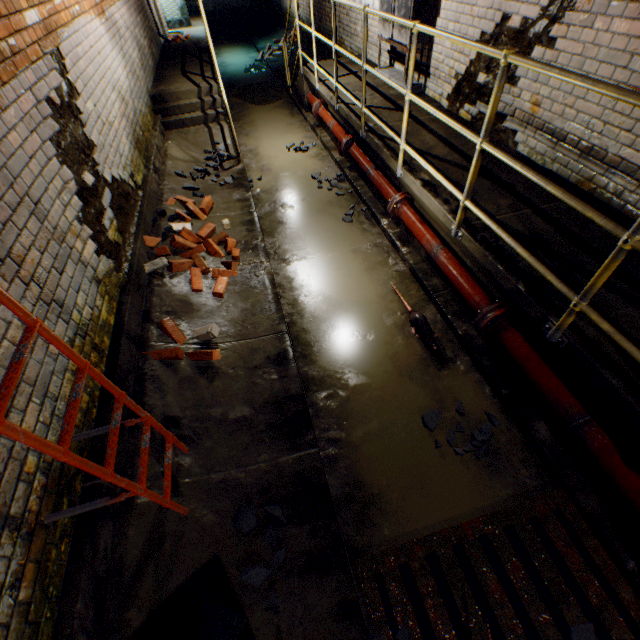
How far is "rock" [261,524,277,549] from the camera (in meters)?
2.12

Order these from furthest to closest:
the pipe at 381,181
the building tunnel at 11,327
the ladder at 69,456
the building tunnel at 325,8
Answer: the building tunnel at 325,8
the pipe at 381,181
the building tunnel at 11,327
the ladder at 69,456

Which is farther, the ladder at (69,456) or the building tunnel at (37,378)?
the building tunnel at (37,378)

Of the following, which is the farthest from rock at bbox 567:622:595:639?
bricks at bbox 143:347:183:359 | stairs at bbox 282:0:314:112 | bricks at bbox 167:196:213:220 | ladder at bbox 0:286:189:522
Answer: stairs at bbox 282:0:314:112

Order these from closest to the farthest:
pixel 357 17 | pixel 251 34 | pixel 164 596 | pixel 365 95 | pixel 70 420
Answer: pixel 70 420 < pixel 164 596 < pixel 365 95 < pixel 357 17 < pixel 251 34

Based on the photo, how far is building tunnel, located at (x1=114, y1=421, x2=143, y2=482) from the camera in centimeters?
221cm

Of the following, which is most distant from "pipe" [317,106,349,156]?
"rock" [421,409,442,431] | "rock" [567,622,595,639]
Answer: "rock" [567,622,595,639]

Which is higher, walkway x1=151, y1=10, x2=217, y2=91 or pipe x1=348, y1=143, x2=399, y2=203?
walkway x1=151, y1=10, x2=217, y2=91
